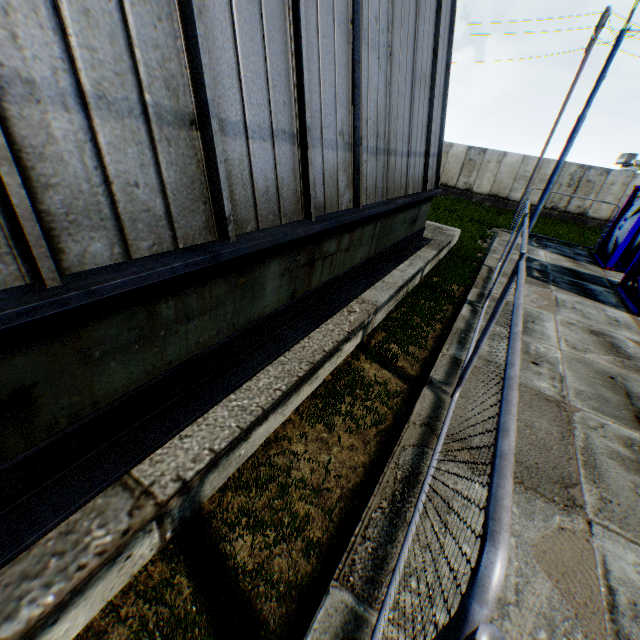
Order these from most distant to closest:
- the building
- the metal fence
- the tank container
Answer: the tank container < the building < the metal fence

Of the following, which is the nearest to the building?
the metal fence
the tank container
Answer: the metal fence

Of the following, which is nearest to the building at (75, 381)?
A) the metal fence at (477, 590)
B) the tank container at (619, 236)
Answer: the metal fence at (477, 590)

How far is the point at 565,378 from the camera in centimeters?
556cm

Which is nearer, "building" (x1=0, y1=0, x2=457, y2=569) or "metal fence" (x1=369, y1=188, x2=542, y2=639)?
"metal fence" (x1=369, y1=188, x2=542, y2=639)
